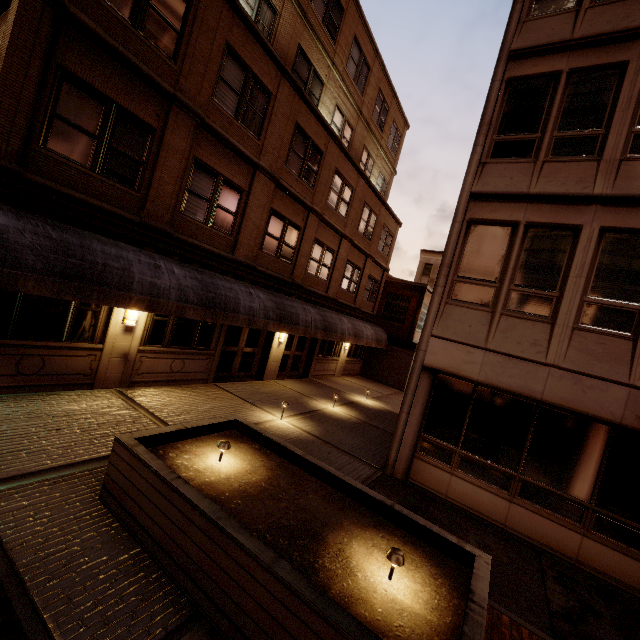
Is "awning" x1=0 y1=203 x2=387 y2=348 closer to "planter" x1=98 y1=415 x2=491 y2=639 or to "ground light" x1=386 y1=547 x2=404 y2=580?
"planter" x1=98 y1=415 x2=491 y2=639

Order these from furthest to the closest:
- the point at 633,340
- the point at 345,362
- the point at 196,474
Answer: the point at 345,362, the point at 633,340, the point at 196,474

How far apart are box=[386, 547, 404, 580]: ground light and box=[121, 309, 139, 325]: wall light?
8.4 meters

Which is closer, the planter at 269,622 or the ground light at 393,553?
the planter at 269,622

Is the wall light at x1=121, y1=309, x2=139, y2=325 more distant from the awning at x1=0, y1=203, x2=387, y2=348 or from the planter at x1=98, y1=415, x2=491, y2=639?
the planter at x1=98, y1=415, x2=491, y2=639

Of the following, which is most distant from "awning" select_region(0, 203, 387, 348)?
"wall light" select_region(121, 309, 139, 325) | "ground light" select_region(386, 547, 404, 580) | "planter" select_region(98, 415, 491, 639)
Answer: "ground light" select_region(386, 547, 404, 580)

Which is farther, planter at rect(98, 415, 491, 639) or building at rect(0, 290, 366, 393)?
building at rect(0, 290, 366, 393)

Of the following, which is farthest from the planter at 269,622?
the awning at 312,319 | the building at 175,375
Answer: the building at 175,375
